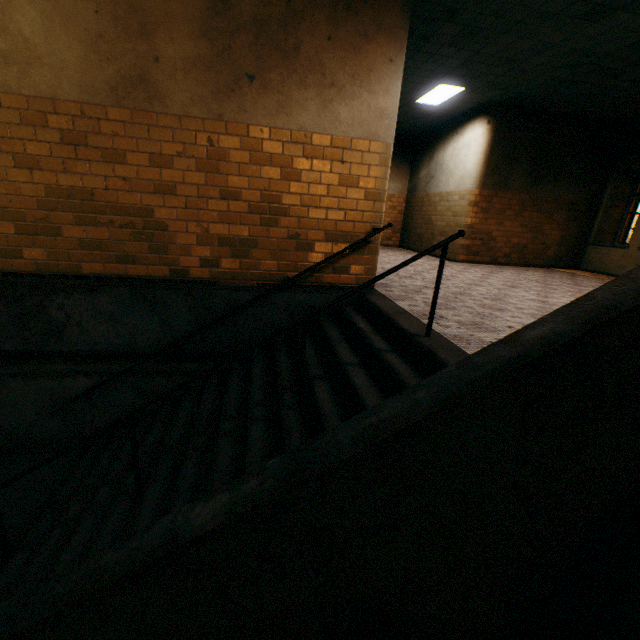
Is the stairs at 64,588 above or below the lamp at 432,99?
below

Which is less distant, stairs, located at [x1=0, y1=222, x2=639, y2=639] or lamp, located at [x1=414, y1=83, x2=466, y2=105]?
stairs, located at [x1=0, y1=222, x2=639, y2=639]

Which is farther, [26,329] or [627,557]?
[26,329]

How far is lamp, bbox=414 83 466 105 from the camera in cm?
727

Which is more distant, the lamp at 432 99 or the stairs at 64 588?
the lamp at 432 99

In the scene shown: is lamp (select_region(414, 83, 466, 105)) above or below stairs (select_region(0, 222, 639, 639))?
above
